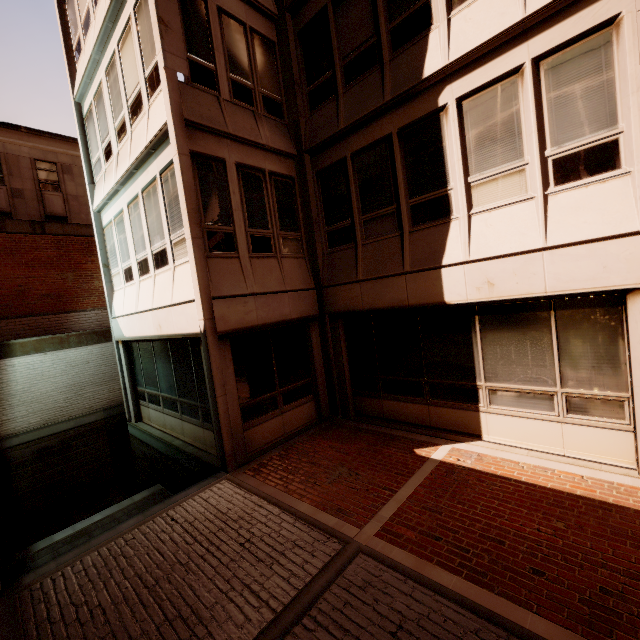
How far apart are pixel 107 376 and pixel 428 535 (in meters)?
14.82
